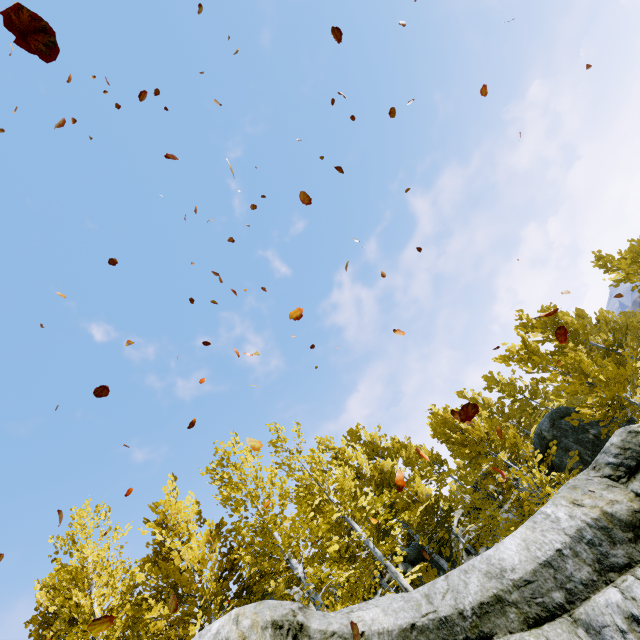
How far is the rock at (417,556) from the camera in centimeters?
1638cm

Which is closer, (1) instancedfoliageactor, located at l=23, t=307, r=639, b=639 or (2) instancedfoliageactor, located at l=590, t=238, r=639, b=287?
(1) instancedfoliageactor, located at l=23, t=307, r=639, b=639

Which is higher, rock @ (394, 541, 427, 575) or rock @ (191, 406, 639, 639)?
rock @ (394, 541, 427, 575)

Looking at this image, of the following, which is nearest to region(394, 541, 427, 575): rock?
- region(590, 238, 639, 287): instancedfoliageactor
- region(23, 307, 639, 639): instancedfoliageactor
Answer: region(23, 307, 639, 639): instancedfoliageactor

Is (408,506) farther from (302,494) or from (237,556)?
(237,556)

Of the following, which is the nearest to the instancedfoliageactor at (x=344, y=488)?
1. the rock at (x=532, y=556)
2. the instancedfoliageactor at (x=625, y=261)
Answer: the rock at (x=532, y=556)

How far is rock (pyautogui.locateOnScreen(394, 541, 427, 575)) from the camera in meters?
16.4

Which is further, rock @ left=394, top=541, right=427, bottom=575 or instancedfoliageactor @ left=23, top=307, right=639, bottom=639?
rock @ left=394, top=541, right=427, bottom=575
